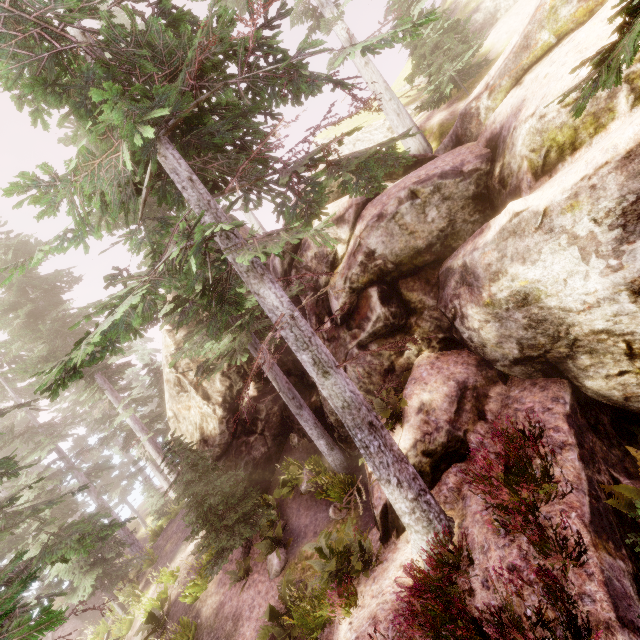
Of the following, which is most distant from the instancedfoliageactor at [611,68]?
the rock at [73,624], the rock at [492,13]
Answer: the rock at [73,624]

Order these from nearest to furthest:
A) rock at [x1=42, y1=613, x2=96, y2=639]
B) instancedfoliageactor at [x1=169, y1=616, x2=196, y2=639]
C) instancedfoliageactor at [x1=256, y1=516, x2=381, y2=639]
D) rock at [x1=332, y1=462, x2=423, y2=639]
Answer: rock at [x1=332, y1=462, x2=423, y2=639] → instancedfoliageactor at [x1=256, y1=516, x2=381, y2=639] → instancedfoliageactor at [x1=169, y1=616, x2=196, y2=639] → rock at [x1=42, y1=613, x2=96, y2=639]

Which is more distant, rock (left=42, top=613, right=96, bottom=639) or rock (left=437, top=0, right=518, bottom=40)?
rock (left=42, top=613, right=96, bottom=639)

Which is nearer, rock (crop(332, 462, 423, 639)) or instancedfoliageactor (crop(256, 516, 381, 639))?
rock (crop(332, 462, 423, 639))

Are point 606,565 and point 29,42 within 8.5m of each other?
no

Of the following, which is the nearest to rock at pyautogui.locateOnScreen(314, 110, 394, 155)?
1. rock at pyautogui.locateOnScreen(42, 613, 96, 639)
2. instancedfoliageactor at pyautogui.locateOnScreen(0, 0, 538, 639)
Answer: instancedfoliageactor at pyautogui.locateOnScreen(0, 0, 538, 639)

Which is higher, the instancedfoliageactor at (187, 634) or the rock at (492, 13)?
the rock at (492, 13)
